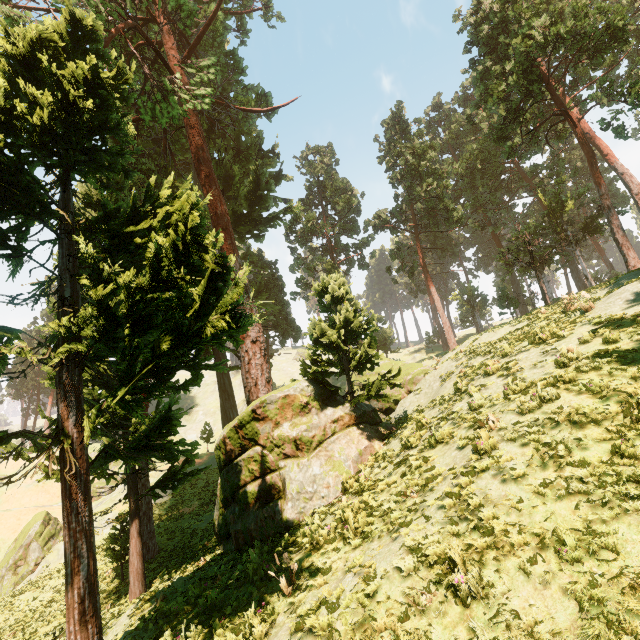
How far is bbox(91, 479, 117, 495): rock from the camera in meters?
45.4 m

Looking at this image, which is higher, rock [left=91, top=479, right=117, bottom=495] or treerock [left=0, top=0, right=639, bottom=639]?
treerock [left=0, top=0, right=639, bottom=639]

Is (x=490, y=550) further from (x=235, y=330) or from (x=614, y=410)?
(x=235, y=330)

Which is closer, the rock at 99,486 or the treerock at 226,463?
the treerock at 226,463

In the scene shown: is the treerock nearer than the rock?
Yes

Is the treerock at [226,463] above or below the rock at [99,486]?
above
